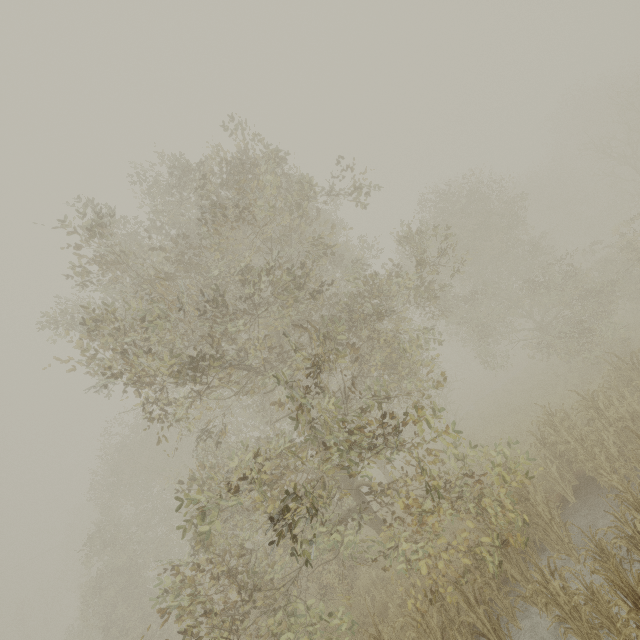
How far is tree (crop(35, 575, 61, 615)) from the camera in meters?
36.7 m

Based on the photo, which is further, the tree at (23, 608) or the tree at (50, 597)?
the tree at (50, 597)

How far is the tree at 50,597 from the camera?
36.7 meters

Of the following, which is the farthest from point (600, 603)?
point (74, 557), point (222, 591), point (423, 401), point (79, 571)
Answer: point (74, 557)

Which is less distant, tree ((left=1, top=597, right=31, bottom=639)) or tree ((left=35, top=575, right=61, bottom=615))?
tree ((left=1, top=597, right=31, bottom=639))
